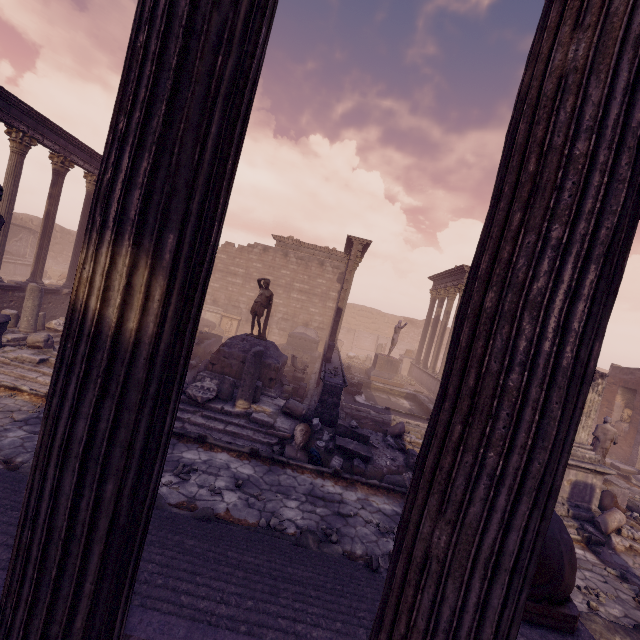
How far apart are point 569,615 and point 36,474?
3.57m

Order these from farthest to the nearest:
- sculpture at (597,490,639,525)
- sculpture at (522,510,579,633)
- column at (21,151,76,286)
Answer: column at (21,151,76,286), sculpture at (597,490,639,525), sculpture at (522,510,579,633)

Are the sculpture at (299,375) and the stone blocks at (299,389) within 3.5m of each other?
yes

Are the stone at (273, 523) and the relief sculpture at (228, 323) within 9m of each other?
no

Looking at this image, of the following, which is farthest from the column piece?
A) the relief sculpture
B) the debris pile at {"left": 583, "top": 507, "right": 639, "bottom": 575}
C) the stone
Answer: the relief sculpture

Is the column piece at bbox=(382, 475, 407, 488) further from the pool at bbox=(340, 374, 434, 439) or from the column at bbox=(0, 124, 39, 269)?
the column at bbox=(0, 124, 39, 269)

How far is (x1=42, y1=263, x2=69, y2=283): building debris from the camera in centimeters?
2337cm

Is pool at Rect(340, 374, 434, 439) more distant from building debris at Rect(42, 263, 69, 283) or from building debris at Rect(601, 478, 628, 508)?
building debris at Rect(42, 263, 69, 283)
